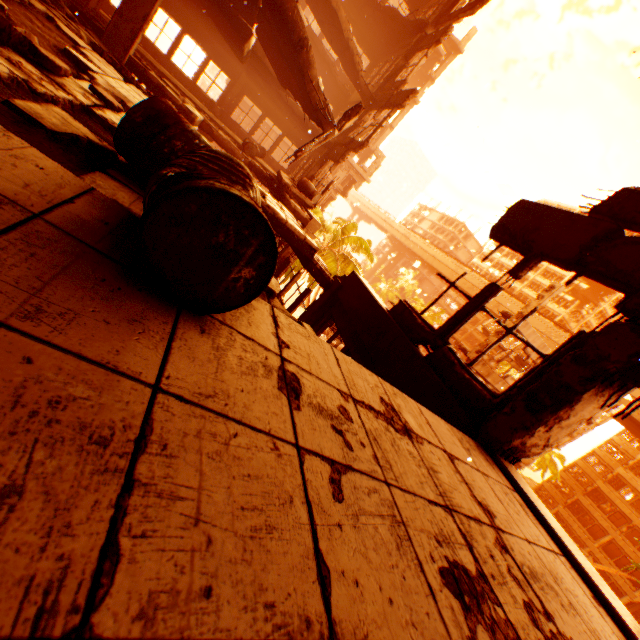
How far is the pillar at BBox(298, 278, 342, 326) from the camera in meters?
7.8 m

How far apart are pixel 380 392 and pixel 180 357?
1.66m

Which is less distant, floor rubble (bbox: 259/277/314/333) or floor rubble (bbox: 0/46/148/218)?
floor rubble (bbox: 0/46/148/218)

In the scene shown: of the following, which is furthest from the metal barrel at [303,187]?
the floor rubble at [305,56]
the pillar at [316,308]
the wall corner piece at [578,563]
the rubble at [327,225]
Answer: the wall corner piece at [578,563]

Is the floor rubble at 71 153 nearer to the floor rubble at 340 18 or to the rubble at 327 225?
the floor rubble at 340 18

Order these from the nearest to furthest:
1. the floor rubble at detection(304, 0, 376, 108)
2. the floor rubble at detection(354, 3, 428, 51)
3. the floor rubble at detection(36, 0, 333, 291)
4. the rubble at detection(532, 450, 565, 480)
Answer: the floor rubble at detection(36, 0, 333, 291), the floor rubble at detection(304, 0, 376, 108), the floor rubble at detection(354, 3, 428, 51), the rubble at detection(532, 450, 565, 480)

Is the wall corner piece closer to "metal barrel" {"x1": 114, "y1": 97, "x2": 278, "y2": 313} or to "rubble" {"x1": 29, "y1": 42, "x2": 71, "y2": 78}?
"metal barrel" {"x1": 114, "y1": 97, "x2": 278, "y2": 313}

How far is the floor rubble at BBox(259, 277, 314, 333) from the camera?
2.6m
